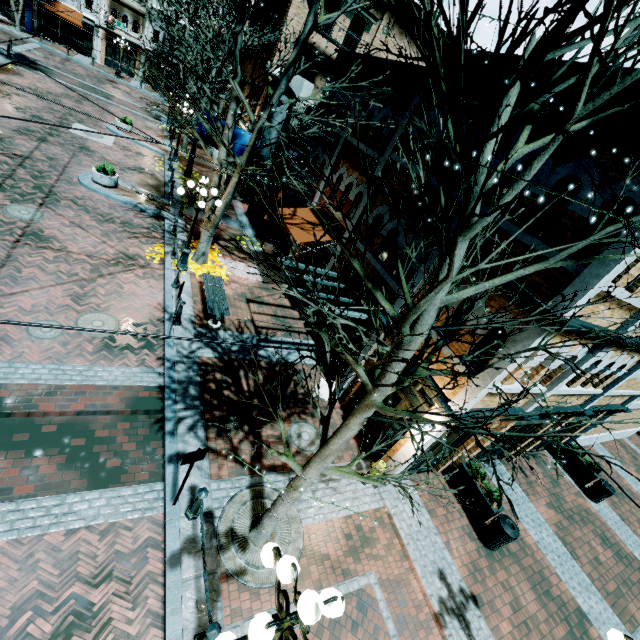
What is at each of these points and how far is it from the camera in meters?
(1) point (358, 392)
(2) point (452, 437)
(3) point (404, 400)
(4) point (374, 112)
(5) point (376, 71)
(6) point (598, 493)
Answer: (1) building, 10.2
(2) building, 9.0
(3) building, 8.6
(4) building, 12.1
(5) building, 12.2
(6) garbage, 12.6

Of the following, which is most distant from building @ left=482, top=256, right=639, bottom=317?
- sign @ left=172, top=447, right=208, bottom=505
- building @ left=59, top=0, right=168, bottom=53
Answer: building @ left=59, top=0, right=168, bottom=53

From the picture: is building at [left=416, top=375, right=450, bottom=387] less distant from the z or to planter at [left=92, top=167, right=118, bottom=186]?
the z

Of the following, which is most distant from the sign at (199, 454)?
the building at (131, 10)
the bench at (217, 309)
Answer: the building at (131, 10)

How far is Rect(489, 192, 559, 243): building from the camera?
6.3 meters

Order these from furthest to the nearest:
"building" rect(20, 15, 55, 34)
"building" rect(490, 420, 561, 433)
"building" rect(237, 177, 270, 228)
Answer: "building" rect(20, 15, 55, 34), "building" rect(237, 177, 270, 228), "building" rect(490, 420, 561, 433)

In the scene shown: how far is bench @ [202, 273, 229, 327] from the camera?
10.63m

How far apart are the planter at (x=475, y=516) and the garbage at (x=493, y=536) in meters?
0.0 m
